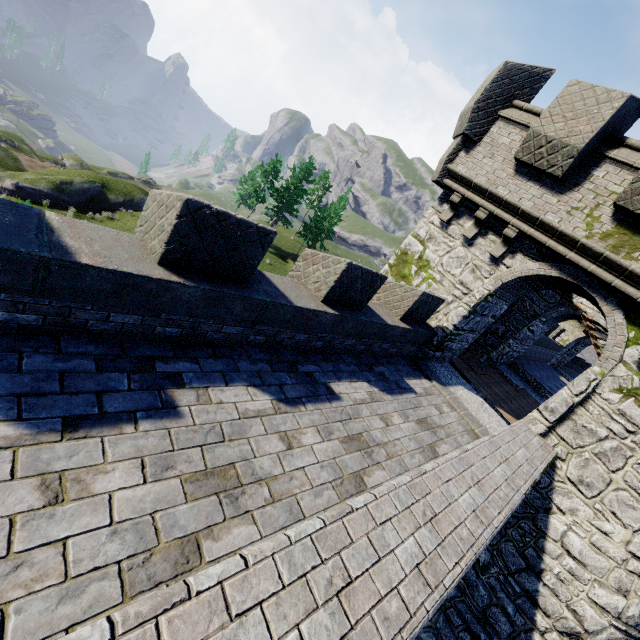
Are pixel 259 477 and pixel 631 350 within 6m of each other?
no
